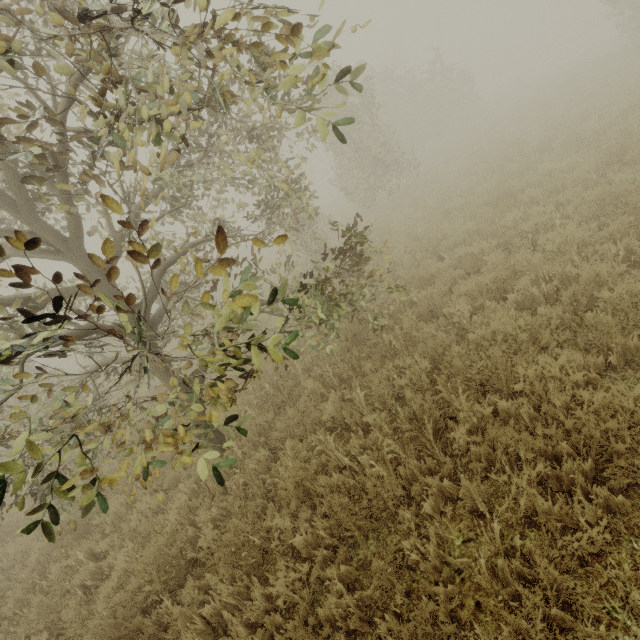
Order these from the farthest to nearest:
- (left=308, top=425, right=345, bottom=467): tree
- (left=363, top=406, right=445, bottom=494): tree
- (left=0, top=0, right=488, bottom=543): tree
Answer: (left=308, top=425, right=345, bottom=467): tree
(left=363, top=406, right=445, bottom=494): tree
(left=0, top=0, right=488, bottom=543): tree

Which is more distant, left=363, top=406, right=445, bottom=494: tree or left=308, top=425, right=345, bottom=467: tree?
left=308, top=425, right=345, bottom=467: tree

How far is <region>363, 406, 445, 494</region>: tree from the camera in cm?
366

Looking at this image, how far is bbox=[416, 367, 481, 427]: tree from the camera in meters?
3.9

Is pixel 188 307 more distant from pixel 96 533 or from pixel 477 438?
pixel 96 533

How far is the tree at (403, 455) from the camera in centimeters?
366cm

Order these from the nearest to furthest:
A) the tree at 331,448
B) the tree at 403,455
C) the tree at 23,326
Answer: the tree at 23,326 → the tree at 403,455 → the tree at 331,448
